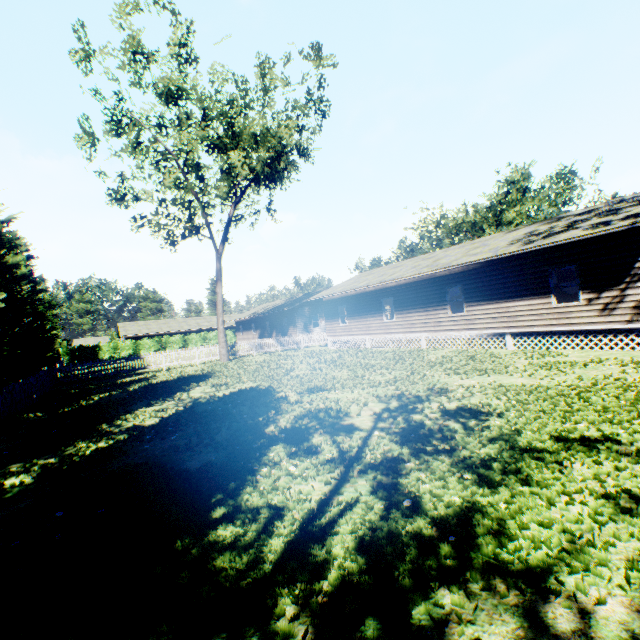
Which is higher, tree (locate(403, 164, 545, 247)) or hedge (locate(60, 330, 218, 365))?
tree (locate(403, 164, 545, 247))

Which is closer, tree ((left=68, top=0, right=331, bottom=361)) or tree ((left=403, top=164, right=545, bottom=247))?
tree ((left=68, top=0, right=331, bottom=361))

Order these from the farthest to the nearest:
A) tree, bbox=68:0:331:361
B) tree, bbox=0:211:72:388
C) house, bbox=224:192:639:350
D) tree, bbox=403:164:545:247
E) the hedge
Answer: the hedge
tree, bbox=403:164:545:247
tree, bbox=68:0:331:361
tree, bbox=0:211:72:388
house, bbox=224:192:639:350

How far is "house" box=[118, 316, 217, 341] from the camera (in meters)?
48.79

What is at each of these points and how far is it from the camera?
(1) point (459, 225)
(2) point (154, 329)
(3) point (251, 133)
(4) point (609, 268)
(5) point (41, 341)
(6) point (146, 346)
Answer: (1) tree, 46.8m
(2) house, 50.4m
(3) tree, 22.8m
(4) house, 12.0m
(5) tree, 18.2m
(6) hedge, 46.5m

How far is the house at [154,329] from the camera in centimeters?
4879cm

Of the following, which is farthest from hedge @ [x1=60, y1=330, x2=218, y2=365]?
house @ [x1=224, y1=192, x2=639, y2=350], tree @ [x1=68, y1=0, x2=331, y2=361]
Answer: tree @ [x1=68, y1=0, x2=331, y2=361]

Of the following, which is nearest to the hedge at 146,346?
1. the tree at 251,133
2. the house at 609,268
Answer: the house at 609,268
